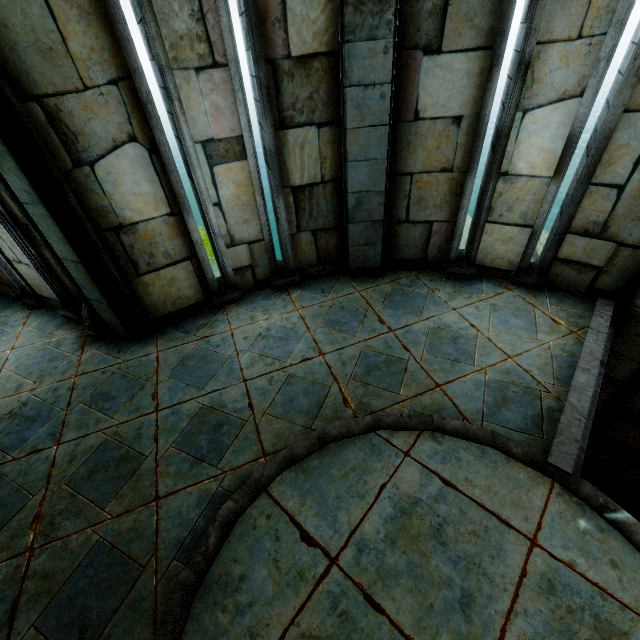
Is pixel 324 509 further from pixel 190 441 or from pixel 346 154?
pixel 346 154

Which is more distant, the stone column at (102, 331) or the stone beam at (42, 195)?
the stone column at (102, 331)

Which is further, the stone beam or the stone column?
the stone column
